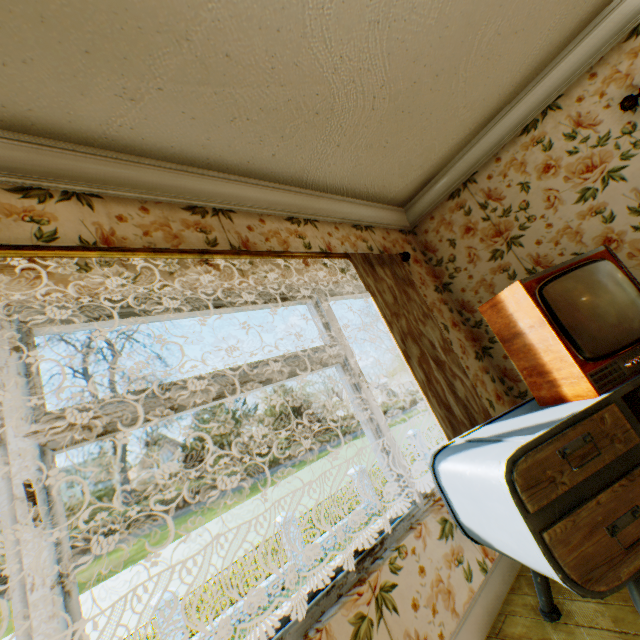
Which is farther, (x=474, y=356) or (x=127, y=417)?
(x=474, y=356)

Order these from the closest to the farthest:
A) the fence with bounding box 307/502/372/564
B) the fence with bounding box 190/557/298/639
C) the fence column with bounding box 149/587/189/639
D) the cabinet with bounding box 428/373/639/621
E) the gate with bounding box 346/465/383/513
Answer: the cabinet with bounding box 428/373/639/621, the fence column with bounding box 149/587/189/639, the fence with bounding box 190/557/298/639, the fence with bounding box 307/502/372/564, the gate with bounding box 346/465/383/513

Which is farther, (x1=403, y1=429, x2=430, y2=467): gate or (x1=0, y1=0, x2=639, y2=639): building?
(x1=403, y1=429, x2=430, y2=467): gate

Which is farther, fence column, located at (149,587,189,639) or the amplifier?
fence column, located at (149,587,189,639)

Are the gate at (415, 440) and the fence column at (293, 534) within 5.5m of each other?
no

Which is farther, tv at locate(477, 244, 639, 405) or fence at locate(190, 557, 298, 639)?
fence at locate(190, 557, 298, 639)

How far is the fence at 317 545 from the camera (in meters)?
15.07

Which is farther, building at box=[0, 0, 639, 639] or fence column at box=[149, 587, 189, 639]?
fence column at box=[149, 587, 189, 639]
